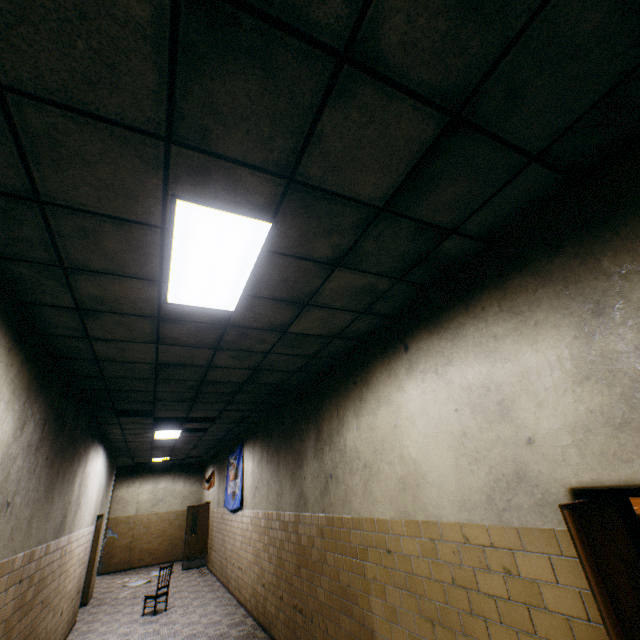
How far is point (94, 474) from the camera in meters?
7.4

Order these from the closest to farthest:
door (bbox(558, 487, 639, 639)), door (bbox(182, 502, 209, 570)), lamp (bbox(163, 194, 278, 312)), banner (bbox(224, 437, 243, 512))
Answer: door (bbox(558, 487, 639, 639)), lamp (bbox(163, 194, 278, 312)), banner (bbox(224, 437, 243, 512)), door (bbox(182, 502, 209, 570))

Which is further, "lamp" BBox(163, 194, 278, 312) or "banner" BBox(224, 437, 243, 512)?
"banner" BBox(224, 437, 243, 512)

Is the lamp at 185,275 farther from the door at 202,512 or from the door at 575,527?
the door at 202,512

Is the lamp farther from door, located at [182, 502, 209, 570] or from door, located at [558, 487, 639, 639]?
door, located at [182, 502, 209, 570]

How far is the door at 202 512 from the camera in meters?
12.2

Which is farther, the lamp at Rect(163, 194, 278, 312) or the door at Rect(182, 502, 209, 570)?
the door at Rect(182, 502, 209, 570)

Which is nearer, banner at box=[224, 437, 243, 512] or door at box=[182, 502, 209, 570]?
banner at box=[224, 437, 243, 512]
